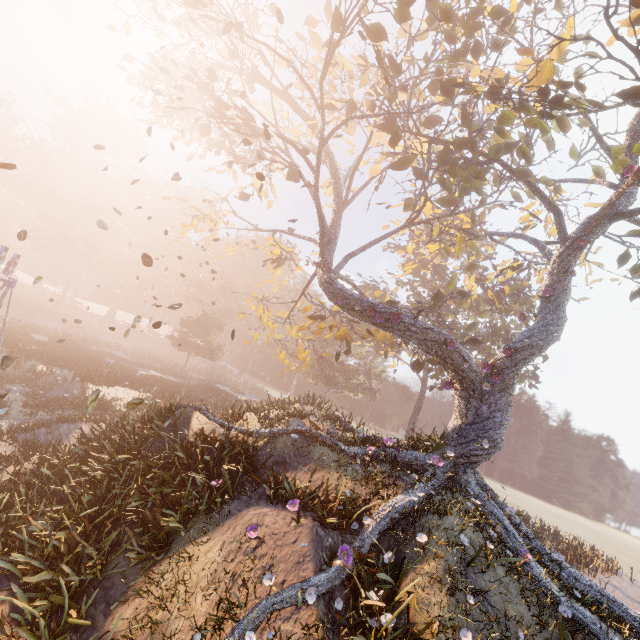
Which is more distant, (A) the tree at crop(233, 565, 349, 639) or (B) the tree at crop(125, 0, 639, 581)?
(B) the tree at crop(125, 0, 639, 581)

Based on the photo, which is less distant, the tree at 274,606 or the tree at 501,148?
the tree at 274,606

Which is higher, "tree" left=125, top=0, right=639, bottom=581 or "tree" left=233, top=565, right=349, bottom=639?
"tree" left=125, top=0, right=639, bottom=581

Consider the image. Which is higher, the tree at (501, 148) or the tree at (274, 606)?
the tree at (501, 148)

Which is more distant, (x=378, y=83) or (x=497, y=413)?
(x=378, y=83)
